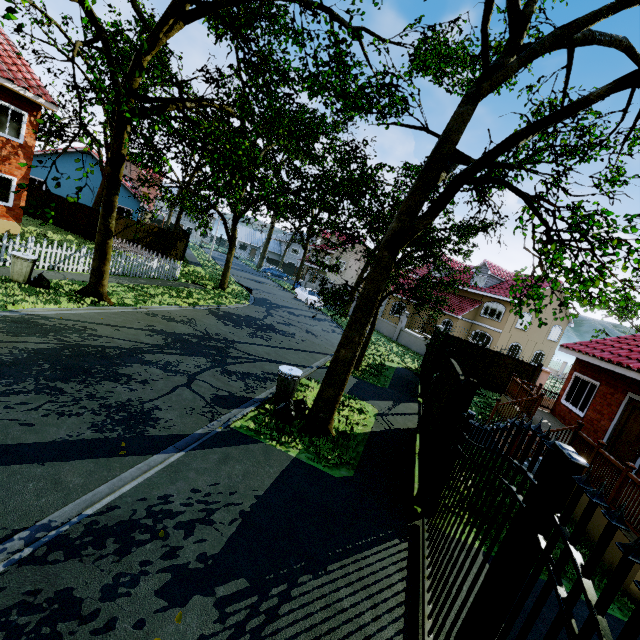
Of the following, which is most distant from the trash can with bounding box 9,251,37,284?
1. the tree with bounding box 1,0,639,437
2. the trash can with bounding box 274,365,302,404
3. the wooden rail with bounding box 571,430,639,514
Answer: the wooden rail with bounding box 571,430,639,514

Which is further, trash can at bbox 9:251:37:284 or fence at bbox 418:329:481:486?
trash can at bbox 9:251:37:284

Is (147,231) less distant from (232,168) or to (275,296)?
(275,296)

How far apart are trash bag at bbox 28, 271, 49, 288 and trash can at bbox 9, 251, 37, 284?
0.1 meters

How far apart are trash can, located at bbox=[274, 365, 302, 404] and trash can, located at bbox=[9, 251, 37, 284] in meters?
9.1

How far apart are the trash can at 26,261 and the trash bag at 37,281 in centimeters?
7cm

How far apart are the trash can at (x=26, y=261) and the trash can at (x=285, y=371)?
9.1 meters

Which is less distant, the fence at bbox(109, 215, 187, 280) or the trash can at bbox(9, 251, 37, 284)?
the trash can at bbox(9, 251, 37, 284)
